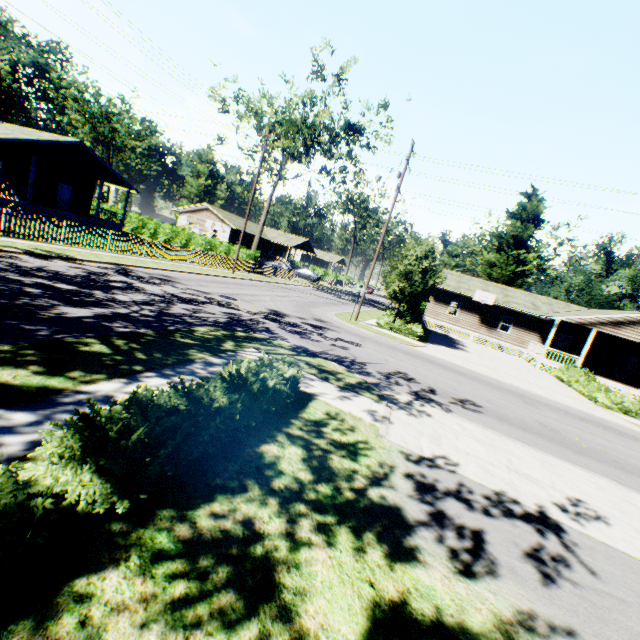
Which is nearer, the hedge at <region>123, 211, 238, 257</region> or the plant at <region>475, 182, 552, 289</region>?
the hedge at <region>123, 211, 238, 257</region>

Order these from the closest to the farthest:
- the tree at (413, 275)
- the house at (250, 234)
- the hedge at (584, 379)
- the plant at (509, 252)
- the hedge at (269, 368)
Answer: the hedge at (269, 368) < the hedge at (584, 379) < the tree at (413, 275) < the plant at (509, 252) < the house at (250, 234)

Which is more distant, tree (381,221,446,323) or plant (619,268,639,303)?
plant (619,268,639,303)

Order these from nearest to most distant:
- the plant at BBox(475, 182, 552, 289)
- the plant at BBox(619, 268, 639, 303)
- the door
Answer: the door < the plant at BBox(475, 182, 552, 289) < the plant at BBox(619, 268, 639, 303)

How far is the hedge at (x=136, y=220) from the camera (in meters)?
34.55

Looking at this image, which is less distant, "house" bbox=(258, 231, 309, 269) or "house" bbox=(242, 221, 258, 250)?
"house" bbox=(242, 221, 258, 250)

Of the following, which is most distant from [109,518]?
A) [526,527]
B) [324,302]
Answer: [324,302]

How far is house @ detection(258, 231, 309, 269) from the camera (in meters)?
55.62
